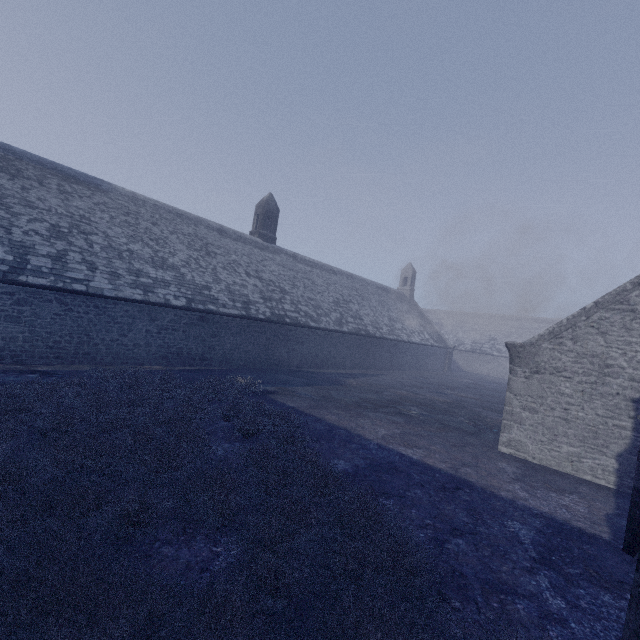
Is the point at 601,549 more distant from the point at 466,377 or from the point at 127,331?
the point at 466,377
